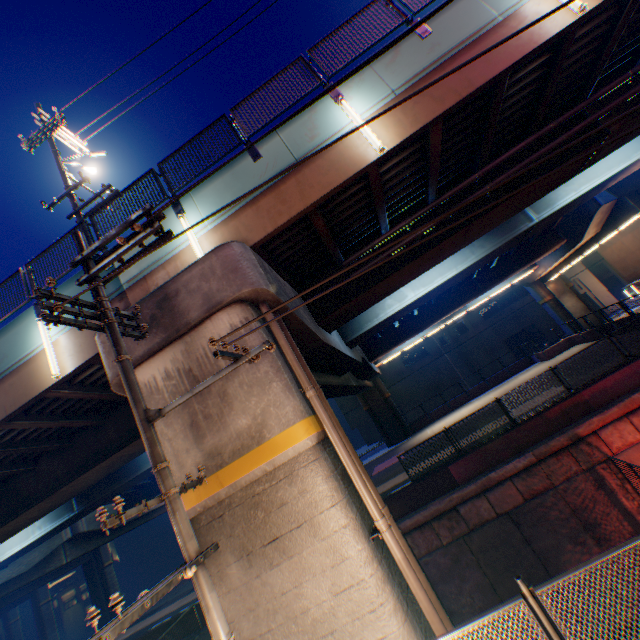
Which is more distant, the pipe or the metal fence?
the pipe

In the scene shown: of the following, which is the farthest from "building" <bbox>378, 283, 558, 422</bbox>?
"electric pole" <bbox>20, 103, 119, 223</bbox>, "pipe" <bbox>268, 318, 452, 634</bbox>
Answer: "pipe" <bbox>268, 318, 452, 634</bbox>

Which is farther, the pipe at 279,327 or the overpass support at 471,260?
the overpass support at 471,260

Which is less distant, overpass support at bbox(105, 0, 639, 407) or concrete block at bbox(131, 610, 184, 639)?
overpass support at bbox(105, 0, 639, 407)

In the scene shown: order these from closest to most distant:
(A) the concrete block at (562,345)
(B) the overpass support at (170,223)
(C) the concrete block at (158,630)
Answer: (B) the overpass support at (170,223) < (C) the concrete block at (158,630) < (A) the concrete block at (562,345)

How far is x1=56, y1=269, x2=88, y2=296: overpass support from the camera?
8.9m

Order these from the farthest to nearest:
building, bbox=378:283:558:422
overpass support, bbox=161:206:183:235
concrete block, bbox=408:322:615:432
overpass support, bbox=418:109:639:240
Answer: building, bbox=378:283:558:422 → concrete block, bbox=408:322:615:432 → overpass support, bbox=418:109:639:240 → overpass support, bbox=161:206:183:235

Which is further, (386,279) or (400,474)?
(400,474)
